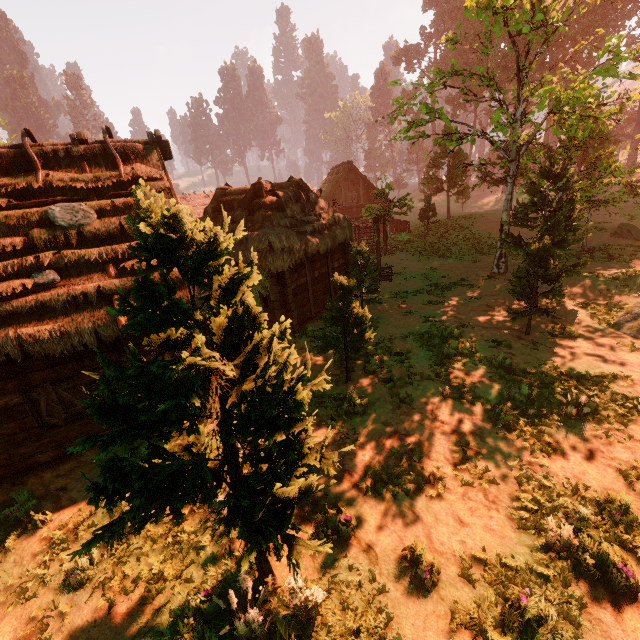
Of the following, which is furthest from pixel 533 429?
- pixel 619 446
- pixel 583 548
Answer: pixel 583 548

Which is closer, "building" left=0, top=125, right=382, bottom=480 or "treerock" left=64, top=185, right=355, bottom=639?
"treerock" left=64, top=185, right=355, bottom=639

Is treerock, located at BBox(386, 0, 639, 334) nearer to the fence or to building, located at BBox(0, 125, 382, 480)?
building, located at BBox(0, 125, 382, 480)

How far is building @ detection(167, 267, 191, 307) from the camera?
8.40m

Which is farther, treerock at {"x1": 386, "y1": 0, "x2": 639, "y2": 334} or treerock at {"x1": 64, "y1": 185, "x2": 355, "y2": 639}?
treerock at {"x1": 386, "y1": 0, "x2": 639, "y2": 334}

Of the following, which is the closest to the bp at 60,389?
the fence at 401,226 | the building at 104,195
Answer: the building at 104,195

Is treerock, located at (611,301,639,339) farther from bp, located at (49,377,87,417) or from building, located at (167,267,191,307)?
bp, located at (49,377,87,417)

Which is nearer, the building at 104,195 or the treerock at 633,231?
the building at 104,195
